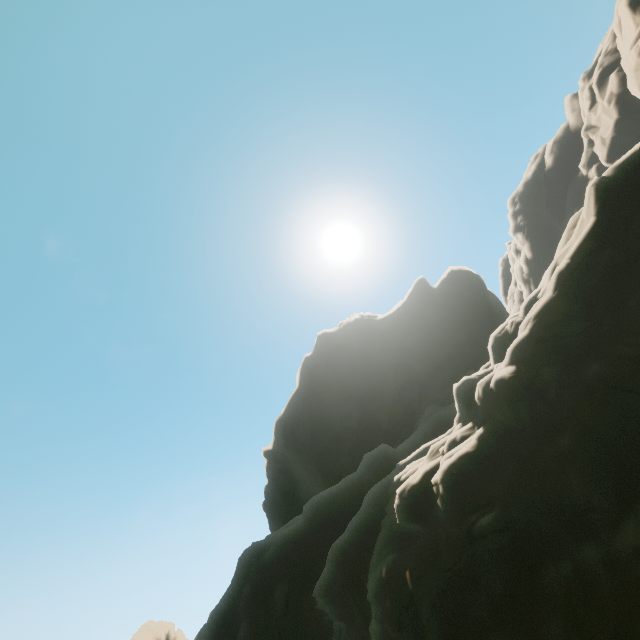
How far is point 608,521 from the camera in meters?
8.5 m
